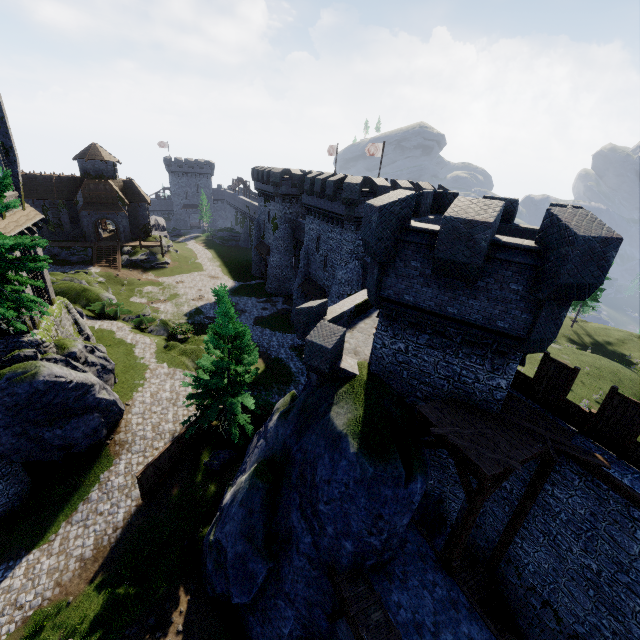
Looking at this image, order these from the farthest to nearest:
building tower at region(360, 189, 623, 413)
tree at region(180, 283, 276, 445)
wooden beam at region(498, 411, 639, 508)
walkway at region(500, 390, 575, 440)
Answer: tree at region(180, 283, 276, 445) < walkway at region(500, 390, 575, 440) < wooden beam at region(498, 411, 639, 508) < building tower at region(360, 189, 623, 413)

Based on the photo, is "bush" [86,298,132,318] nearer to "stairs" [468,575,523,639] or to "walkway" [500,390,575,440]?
"walkway" [500,390,575,440]

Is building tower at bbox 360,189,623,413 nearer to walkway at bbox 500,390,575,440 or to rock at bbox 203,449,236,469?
walkway at bbox 500,390,575,440

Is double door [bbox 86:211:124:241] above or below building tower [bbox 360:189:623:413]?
below

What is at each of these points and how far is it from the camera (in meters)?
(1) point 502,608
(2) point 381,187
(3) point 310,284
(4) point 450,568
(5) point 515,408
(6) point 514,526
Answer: (1) stairs, 12.95
(2) building, 27.05
(3) awning, 36.12
(4) wooden post, 10.91
(5) walkway, 11.58
(6) wooden post, 12.32

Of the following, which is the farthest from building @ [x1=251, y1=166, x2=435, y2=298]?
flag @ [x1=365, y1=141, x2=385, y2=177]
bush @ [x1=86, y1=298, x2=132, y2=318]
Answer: bush @ [x1=86, y1=298, x2=132, y2=318]

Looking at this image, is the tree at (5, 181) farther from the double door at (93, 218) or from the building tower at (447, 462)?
the double door at (93, 218)

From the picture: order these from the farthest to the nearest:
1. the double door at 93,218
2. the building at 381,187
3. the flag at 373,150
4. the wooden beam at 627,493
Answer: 1. the double door at 93,218
2. the flag at 373,150
3. the building at 381,187
4. the wooden beam at 627,493
